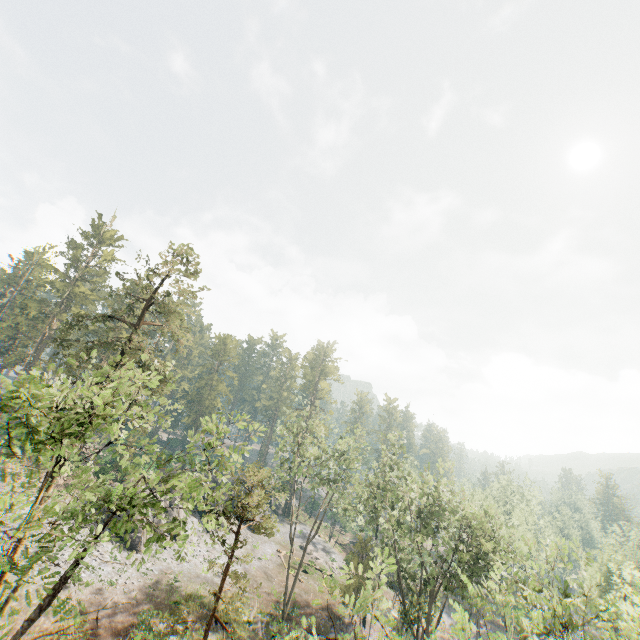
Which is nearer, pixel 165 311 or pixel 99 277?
pixel 165 311

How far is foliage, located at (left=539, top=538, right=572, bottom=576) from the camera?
17.4 meters

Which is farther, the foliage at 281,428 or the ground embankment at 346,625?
the ground embankment at 346,625

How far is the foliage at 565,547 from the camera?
17.4 meters

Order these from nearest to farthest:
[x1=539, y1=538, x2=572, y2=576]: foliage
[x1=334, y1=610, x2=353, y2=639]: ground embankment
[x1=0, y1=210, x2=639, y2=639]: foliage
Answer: [x1=0, y1=210, x2=639, y2=639]: foliage < [x1=539, y1=538, x2=572, y2=576]: foliage < [x1=334, y1=610, x2=353, y2=639]: ground embankment

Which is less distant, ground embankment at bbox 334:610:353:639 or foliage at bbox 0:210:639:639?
foliage at bbox 0:210:639:639

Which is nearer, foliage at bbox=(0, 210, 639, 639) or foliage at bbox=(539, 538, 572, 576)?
foliage at bbox=(0, 210, 639, 639)
